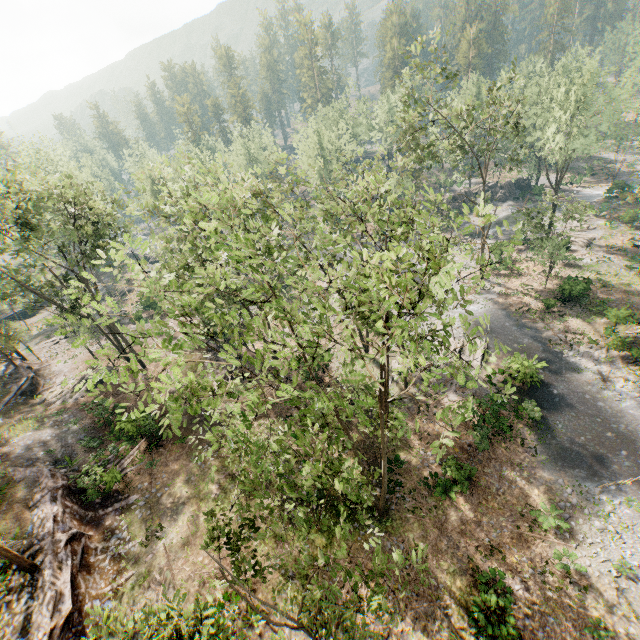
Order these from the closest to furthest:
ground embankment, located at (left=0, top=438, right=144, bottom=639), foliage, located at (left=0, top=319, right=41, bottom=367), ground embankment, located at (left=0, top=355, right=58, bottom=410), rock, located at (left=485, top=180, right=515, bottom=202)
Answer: ground embankment, located at (left=0, top=438, right=144, bottom=639)
ground embankment, located at (left=0, top=355, right=58, bottom=410)
foliage, located at (left=0, top=319, right=41, bottom=367)
rock, located at (left=485, top=180, right=515, bottom=202)

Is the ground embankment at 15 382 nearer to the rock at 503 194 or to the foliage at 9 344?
the foliage at 9 344

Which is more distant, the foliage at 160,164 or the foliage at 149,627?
the foliage at 160,164

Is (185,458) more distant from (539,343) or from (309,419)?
(539,343)

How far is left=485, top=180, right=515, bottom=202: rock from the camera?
58.2 meters

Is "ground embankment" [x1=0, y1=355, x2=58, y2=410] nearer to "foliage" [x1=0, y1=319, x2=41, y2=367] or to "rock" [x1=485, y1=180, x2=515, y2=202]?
"foliage" [x1=0, y1=319, x2=41, y2=367]

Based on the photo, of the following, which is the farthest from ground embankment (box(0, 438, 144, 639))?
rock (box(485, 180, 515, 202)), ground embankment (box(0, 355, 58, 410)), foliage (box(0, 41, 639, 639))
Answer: rock (box(485, 180, 515, 202))
